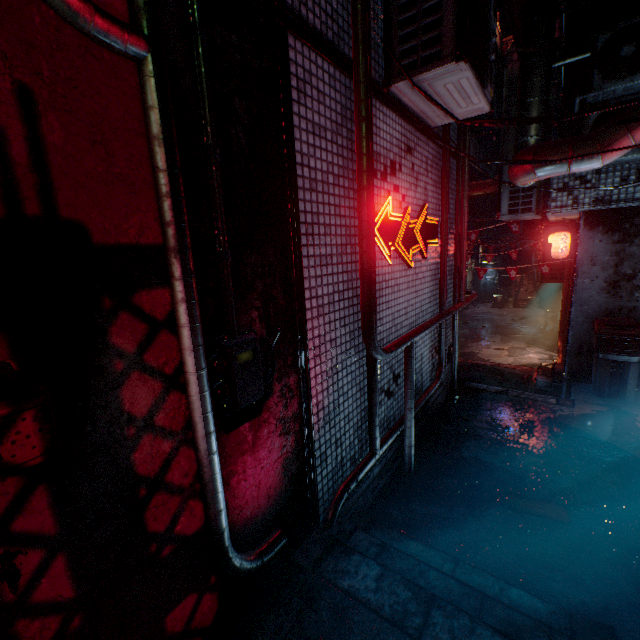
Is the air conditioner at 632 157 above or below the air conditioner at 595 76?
below

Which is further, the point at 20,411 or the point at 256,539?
the point at 256,539

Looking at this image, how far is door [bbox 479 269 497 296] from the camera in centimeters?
1922cm

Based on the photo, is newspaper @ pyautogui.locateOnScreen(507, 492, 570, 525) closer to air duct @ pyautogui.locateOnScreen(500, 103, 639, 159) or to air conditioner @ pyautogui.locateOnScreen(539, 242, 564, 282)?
air duct @ pyautogui.locateOnScreen(500, 103, 639, 159)

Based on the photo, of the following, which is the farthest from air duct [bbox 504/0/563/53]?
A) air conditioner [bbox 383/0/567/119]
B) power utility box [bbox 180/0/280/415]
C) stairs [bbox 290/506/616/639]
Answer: power utility box [bbox 180/0/280/415]

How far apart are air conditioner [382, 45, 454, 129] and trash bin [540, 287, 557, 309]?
15.82m

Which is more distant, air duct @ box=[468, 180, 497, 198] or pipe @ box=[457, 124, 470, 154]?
air duct @ box=[468, 180, 497, 198]

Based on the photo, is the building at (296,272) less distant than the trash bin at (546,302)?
Yes
